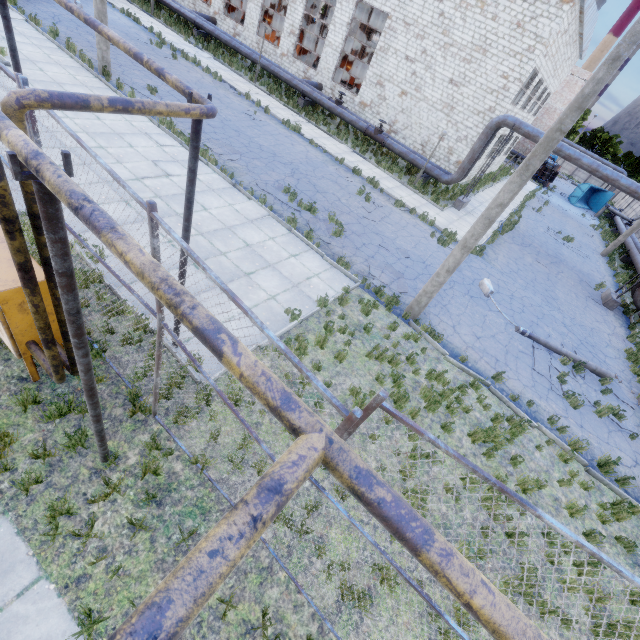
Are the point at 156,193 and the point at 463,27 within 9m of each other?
no

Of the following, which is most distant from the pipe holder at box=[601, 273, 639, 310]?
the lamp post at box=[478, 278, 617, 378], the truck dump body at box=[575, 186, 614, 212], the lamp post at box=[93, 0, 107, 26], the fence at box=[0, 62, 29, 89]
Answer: the truck dump body at box=[575, 186, 614, 212]

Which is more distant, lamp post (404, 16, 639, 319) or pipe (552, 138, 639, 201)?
pipe (552, 138, 639, 201)

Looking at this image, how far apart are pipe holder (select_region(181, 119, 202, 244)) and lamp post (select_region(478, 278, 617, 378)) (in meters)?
11.72

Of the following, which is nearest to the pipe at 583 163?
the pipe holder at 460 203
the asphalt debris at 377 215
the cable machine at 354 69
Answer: the pipe holder at 460 203

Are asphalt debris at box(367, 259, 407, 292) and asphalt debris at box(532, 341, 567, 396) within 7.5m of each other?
yes

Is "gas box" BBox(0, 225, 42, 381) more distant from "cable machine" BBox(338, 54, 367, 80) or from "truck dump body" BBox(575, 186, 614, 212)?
"truck dump body" BBox(575, 186, 614, 212)

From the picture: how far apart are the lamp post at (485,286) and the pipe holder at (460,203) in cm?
990
